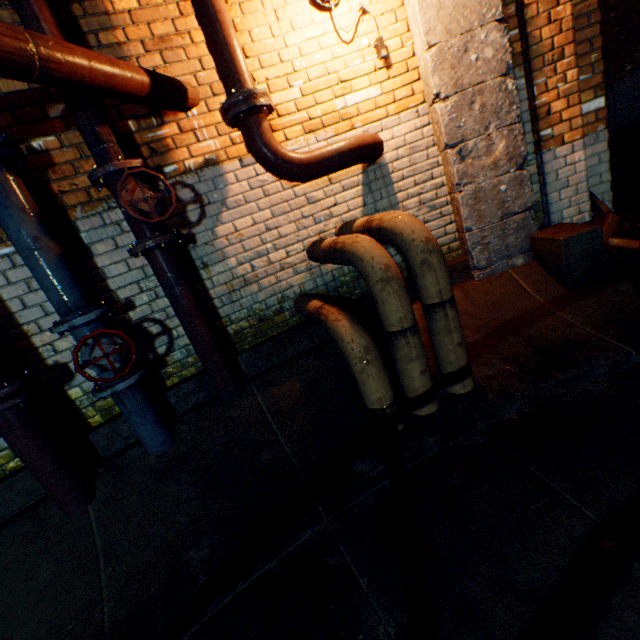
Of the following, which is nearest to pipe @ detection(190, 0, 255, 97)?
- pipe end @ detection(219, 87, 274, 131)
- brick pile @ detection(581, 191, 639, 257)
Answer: pipe end @ detection(219, 87, 274, 131)

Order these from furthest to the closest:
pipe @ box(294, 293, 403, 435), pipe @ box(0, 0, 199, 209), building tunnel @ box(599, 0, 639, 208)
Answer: building tunnel @ box(599, 0, 639, 208) → pipe @ box(294, 293, 403, 435) → pipe @ box(0, 0, 199, 209)

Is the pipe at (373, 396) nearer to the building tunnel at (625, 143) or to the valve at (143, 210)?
the valve at (143, 210)

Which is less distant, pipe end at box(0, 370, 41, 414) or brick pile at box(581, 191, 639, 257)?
pipe end at box(0, 370, 41, 414)

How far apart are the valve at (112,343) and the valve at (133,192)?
0.8 meters

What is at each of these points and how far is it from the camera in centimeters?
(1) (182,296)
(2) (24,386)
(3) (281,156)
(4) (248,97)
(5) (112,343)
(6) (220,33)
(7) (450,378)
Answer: (1) pipe, 239cm
(2) pipe end, 195cm
(3) pipe, 238cm
(4) pipe end, 216cm
(5) valve, 215cm
(6) pipe, 212cm
(7) pipe, 224cm

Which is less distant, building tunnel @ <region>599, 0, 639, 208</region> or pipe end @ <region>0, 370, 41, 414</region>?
pipe end @ <region>0, 370, 41, 414</region>

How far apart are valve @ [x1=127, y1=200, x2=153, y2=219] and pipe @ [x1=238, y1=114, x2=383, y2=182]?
0.7 meters
